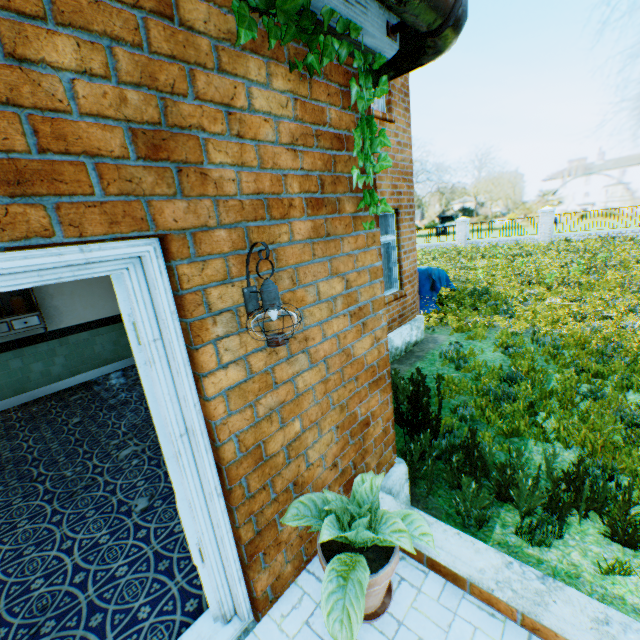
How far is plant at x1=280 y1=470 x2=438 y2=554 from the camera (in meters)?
1.71

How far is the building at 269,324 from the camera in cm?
183

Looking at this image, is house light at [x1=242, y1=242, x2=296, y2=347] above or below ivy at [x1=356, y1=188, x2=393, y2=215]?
below

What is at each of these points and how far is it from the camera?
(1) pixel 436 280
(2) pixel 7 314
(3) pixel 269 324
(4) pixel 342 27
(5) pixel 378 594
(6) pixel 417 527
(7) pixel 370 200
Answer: (1) covered boat, 10.3m
(2) shelf, 5.4m
(3) building, 1.8m
(4) ivy, 1.7m
(5) flower pot, 1.8m
(6) plant, 2.0m
(7) ivy, 2.4m

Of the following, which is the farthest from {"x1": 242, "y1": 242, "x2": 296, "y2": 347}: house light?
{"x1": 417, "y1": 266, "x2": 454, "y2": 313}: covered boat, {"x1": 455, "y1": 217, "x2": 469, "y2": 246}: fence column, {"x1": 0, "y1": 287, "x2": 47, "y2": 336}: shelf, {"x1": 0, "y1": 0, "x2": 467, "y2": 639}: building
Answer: {"x1": 455, "y1": 217, "x2": 469, "y2": 246}: fence column

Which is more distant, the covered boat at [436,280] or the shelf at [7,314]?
the covered boat at [436,280]

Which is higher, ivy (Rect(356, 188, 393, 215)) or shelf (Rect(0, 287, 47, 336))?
ivy (Rect(356, 188, 393, 215))

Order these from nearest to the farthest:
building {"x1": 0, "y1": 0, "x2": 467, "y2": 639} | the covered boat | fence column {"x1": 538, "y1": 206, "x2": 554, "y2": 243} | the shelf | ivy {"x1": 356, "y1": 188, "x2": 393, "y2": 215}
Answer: building {"x1": 0, "y1": 0, "x2": 467, "y2": 639} → ivy {"x1": 356, "y1": 188, "x2": 393, "y2": 215} → the shelf → the covered boat → fence column {"x1": 538, "y1": 206, "x2": 554, "y2": 243}
